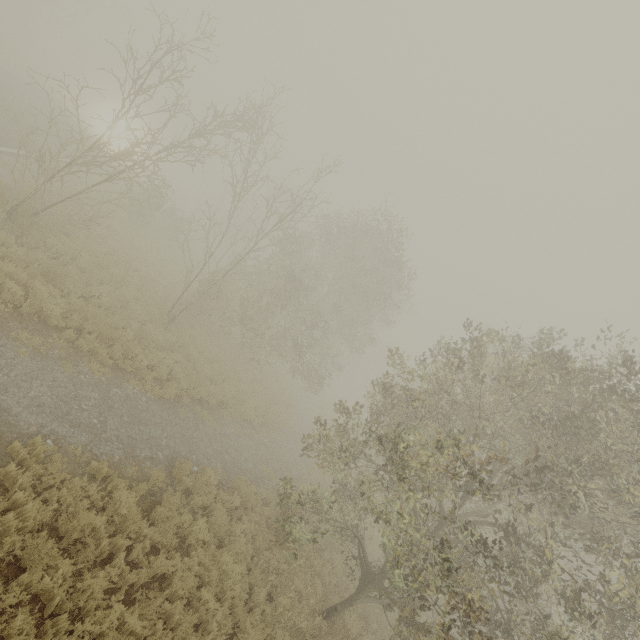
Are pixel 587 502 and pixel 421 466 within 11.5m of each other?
yes
